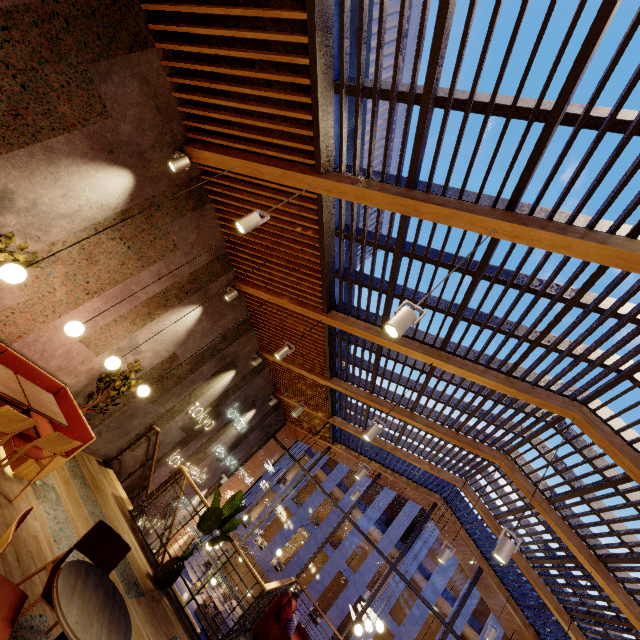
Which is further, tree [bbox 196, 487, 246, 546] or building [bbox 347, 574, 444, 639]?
building [bbox 347, 574, 444, 639]

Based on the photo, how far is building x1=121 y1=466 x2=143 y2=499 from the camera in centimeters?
779cm

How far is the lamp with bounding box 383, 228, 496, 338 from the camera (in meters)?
2.49

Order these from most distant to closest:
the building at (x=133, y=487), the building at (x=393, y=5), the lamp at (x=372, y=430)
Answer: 1. the building at (x=393, y=5)
2. the building at (x=133, y=487)
3. the lamp at (x=372, y=430)

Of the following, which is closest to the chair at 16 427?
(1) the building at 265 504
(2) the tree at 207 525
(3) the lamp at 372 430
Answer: (2) the tree at 207 525

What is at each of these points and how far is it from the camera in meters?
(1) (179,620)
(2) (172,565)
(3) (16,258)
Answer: (1) building, 4.9 m
(2) pot, 5.2 m
(3) tree, 3.4 m

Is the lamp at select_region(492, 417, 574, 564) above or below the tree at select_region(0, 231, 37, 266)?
above

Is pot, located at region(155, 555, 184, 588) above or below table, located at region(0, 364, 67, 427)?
below
